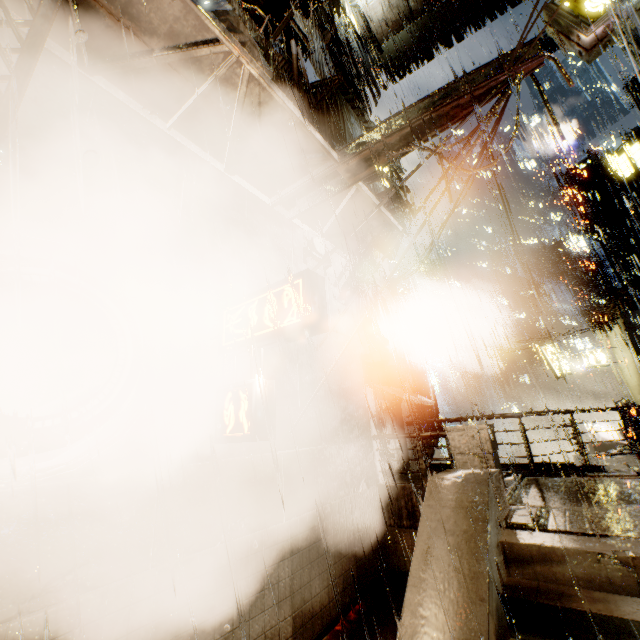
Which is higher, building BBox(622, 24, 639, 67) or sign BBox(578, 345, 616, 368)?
building BBox(622, 24, 639, 67)

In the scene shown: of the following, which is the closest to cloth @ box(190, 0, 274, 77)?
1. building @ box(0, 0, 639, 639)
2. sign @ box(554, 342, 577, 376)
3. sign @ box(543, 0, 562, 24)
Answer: building @ box(0, 0, 639, 639)

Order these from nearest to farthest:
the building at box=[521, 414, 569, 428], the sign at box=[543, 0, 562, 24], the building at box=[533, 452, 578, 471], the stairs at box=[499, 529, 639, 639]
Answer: the stairs at box=[499, 529, 639, 639] < the sign at box=[543, 0, 562, 24] < the building at box=[533, 452, 578, 471] < the building at box=[521, 414, 569, 428]

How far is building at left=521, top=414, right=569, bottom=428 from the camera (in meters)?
53.75

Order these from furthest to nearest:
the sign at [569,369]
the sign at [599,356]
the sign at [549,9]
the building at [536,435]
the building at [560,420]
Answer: the building at [560,420], the building at [536,435], the sign at [569,369], the sign at [599,356], the sign at [549,9]

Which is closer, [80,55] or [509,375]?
[80,55]

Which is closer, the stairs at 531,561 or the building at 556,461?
the stairs at 531,561

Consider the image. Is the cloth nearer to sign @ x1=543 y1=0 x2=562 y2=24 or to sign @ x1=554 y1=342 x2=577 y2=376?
sign @ x1=543 y1=0 x2=562 y2=24
